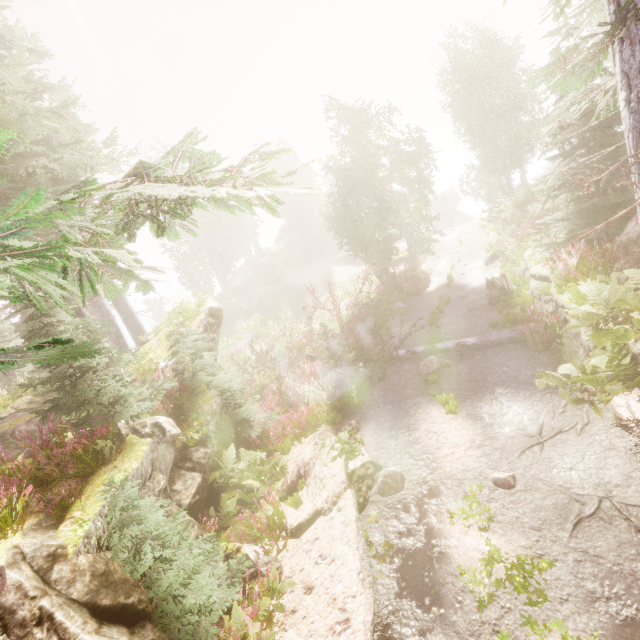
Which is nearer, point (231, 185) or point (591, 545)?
point (231, 185)

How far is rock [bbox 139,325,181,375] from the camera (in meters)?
10.55

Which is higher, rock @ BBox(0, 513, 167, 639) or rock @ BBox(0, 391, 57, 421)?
rock @ BBox(0, 391, 57, 421)

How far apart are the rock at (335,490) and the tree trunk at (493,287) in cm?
923

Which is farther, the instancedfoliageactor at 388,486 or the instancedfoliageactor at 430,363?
the instancedfoliageactor at 430,363

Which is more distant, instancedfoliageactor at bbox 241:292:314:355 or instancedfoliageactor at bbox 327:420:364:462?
instancedfoliageactor at bbox 241:292:314:355

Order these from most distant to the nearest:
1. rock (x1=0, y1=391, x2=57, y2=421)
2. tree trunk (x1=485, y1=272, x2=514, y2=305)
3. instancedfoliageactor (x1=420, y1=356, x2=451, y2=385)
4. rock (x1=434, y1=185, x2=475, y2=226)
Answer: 1. rock (x1=434, y1=185, x2=475, y2=226)
2. tree trunk (x1=485, y1=272, x2=514, y2=305)
3. rock (x1=0, y1=391, x2=57, y2=421)
4. instancedfoliageactor (x1=420, y1=356, x2=451, y2=385)

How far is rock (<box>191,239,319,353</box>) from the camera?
12.7 meters
